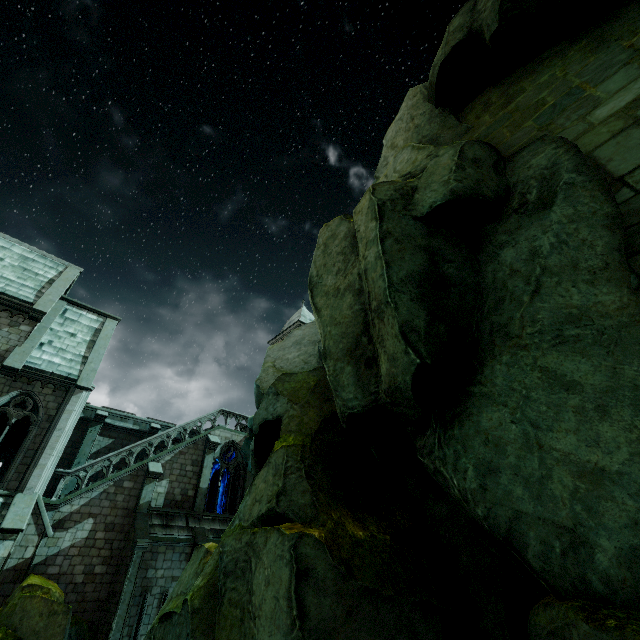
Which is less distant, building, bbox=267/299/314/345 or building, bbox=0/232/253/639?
building, bbox=0/232/253/639

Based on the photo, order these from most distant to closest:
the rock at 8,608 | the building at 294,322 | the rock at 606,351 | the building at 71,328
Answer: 1. the building at 294,322
2. the building at 71,328
3. the rock at 8,608
4. the rock at 606,351

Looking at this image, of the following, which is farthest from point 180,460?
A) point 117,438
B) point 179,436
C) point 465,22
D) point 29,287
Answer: point 465,22

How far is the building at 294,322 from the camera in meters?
34.8 m

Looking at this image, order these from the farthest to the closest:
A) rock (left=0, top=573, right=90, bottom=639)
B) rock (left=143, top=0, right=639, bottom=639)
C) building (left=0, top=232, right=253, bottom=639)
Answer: building (left=0, top=232, right=253, bottom=639)
rock (left=0, top=573, right=90, bottom=639)
rock (left=143, top=0, right=639, bottom=639)

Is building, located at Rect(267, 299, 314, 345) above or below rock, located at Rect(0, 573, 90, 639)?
above

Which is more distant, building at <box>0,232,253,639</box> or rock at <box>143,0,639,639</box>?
building at <box>0,232,253,639</box>

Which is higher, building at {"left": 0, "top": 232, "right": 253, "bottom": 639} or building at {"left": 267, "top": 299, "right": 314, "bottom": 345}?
building at {"left": 267, "top": 299, "right": 314, "bottom": 345}
